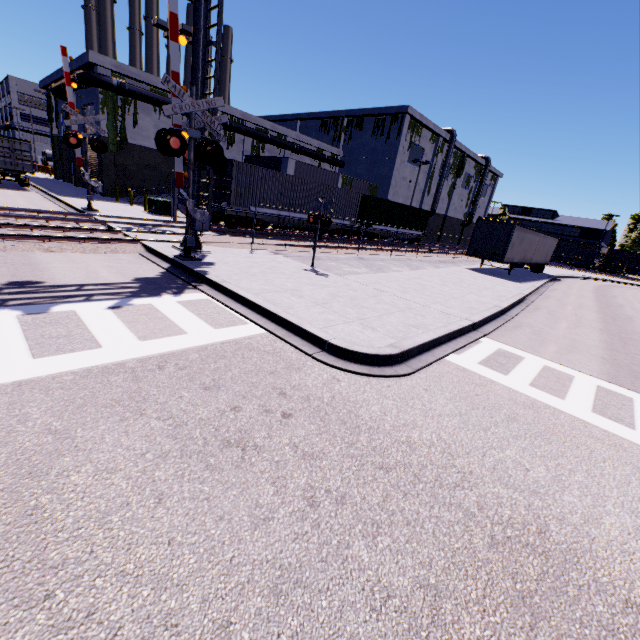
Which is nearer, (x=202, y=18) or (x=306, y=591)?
(x=306, y=591)

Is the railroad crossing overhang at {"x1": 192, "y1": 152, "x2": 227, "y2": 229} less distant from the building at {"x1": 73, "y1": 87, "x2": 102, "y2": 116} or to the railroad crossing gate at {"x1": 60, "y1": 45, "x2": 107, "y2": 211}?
the railroad crossing gate at {"x1": 60, "y1": 45, "x2": 107, "y2": 211}

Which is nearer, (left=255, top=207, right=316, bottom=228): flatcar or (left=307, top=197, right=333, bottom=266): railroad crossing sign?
(left=307, top=197, right=333, bottom=266): railroad crossing sign

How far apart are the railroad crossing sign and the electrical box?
13.96m

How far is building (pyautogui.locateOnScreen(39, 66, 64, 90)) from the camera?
30.9m

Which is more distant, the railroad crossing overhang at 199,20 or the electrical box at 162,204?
the electrical box at 162,204

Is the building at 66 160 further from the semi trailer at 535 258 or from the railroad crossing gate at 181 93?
the railroad crossing gate at 181 93

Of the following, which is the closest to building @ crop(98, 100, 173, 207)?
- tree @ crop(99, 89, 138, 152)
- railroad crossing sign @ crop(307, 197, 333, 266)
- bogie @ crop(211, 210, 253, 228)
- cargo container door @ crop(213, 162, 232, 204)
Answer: tree @ crop(99, 89, 138, 152)
